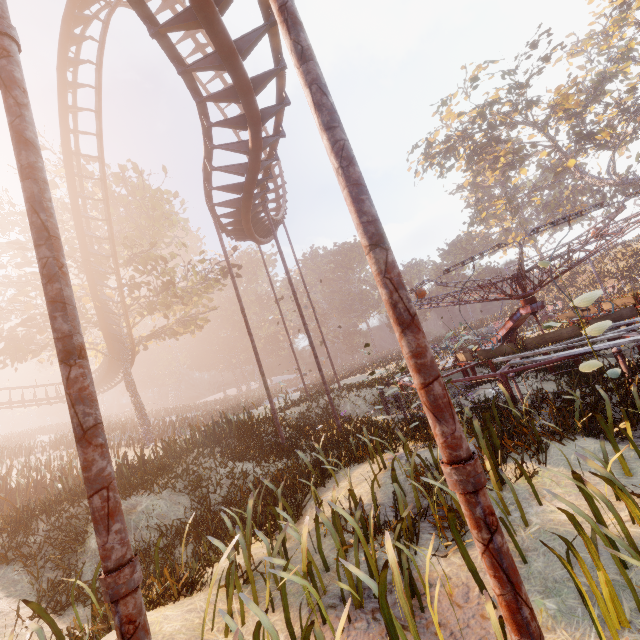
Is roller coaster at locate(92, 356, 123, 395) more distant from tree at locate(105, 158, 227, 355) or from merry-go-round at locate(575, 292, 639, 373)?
merry-go-round at locate(575, 292, 639, 373)

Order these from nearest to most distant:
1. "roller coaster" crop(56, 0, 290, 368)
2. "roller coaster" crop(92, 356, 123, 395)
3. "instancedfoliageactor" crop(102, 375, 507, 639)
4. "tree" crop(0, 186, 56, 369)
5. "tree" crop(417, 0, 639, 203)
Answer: "instancedfoliageactor" crop(102, 375, 507, 639) < "roller coaster" crop(56, 0, 290, 368) < "tree" crop(0, 186, 56, 369) < "roller coaster" crop(92, 356, 123, 395) < "tree" crop(417, 0, 639, 203)

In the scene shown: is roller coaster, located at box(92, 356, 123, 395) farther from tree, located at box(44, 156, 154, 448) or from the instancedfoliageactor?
the instancedfoliageactor

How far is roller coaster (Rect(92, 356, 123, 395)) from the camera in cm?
2477

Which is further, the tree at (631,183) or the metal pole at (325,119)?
the tree at (631,183)

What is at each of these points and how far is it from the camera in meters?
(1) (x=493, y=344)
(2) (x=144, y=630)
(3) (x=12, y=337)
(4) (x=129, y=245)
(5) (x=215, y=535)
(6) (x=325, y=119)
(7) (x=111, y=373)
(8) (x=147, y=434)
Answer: (1) merry-go-round, 10.1
(2) metal pole, 1.9
(3) tree, 18.4
(4) tree, 17.6
(5) instancedfoliageactor, 7.4
(6) metal pole, 2.0
(7) roller coaster, 27.1
(8) tree, 20.7

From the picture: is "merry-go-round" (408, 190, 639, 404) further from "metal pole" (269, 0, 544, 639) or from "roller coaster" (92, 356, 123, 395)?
"metal pole" (269, 0, 544, 639)

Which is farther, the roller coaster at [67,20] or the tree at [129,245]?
the tree at [129,245]
